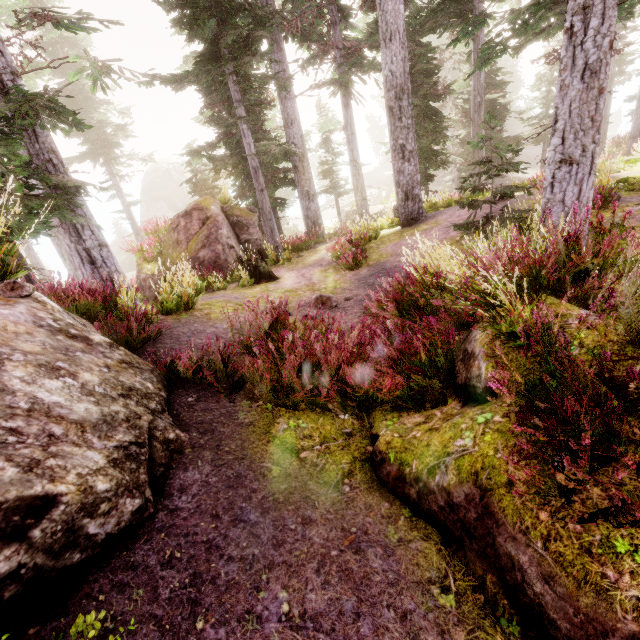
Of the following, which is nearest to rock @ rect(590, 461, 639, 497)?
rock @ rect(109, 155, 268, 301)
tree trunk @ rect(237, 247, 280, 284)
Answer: tree trunk @ rect(237, 247, 280, 284)

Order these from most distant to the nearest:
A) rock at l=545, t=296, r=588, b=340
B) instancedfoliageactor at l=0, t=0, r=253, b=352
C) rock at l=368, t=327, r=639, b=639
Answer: instancedfoliageactor at l=0, t=0, r=253, b=352
rock at l=545, t=296, r=588, b=340
rock at l=368, t=327, r=639, b=639

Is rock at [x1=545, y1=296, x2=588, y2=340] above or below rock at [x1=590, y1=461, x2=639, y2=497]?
above

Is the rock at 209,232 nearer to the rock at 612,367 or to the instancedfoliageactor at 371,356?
the instancedfoliageactor at 371,356

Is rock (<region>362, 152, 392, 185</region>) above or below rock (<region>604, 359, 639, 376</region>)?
below

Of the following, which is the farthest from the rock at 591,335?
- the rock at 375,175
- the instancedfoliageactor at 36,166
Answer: the rock at 375,175

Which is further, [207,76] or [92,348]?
[207,76]
